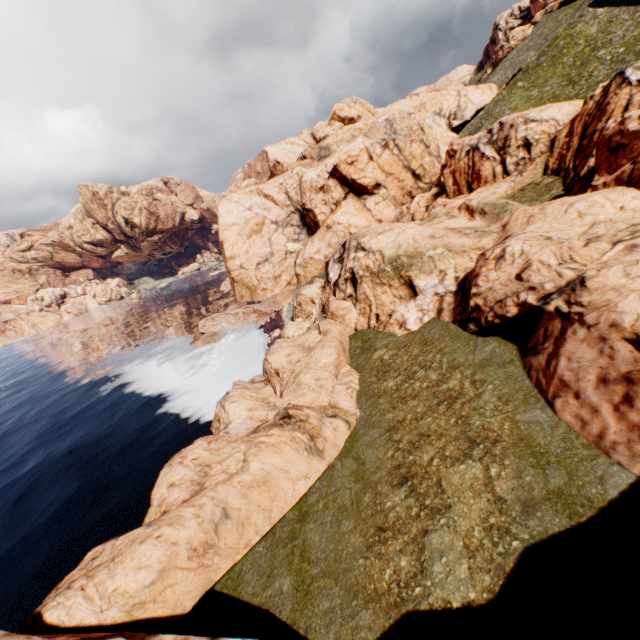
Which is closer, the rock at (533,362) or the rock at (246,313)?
the rock at (533,362)

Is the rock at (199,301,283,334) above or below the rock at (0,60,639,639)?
below

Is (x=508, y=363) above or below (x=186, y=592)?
above

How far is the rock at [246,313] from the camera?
47.5m

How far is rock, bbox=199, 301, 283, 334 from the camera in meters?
47.5 m

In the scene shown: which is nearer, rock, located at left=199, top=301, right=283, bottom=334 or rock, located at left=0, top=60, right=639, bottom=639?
rock, located at left=0, top=60, right=639, bottom=639
